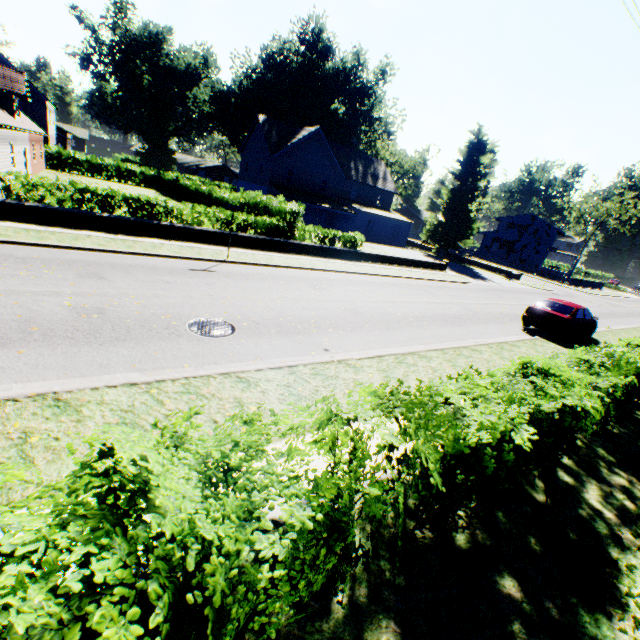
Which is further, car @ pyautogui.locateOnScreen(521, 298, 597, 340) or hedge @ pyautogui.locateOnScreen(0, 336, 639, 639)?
car @ pyautogui.locateOnScreen(521, 298, 597, 340)

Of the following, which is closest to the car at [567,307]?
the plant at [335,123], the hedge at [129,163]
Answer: the hedge at [129,163]

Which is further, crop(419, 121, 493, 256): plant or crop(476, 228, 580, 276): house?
crop(476, 228, 580, 276): house

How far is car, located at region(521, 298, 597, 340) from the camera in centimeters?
1419cm

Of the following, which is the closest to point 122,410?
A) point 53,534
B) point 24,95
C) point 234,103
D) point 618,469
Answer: point 53,534

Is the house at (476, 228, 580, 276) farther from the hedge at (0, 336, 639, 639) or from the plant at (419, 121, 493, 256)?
the hedge at (0, 336, 639, 639)

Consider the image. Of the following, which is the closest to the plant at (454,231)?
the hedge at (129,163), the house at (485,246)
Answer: the house at (485,246)

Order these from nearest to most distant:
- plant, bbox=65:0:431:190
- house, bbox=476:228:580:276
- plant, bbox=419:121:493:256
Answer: plant, bbox=419:121:493:256 < plant, bbox=65:0:431:190 < house, bbox=476:228:580:276
